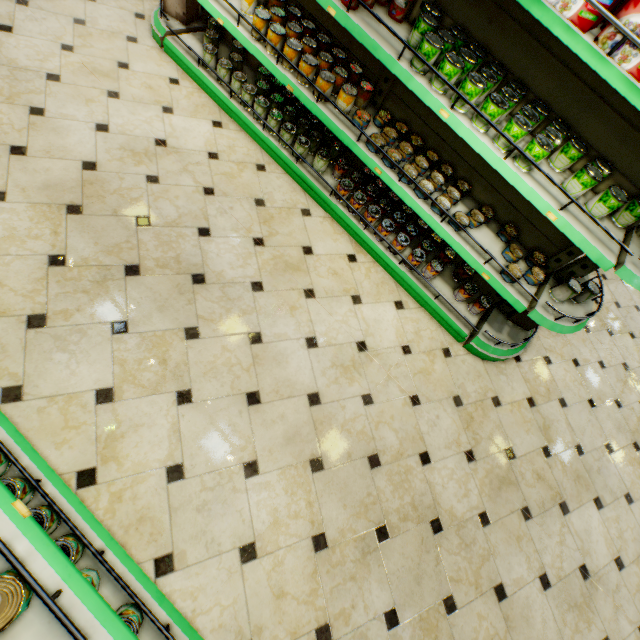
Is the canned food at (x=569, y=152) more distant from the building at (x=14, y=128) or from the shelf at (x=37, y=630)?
the shelf at (x=37, y=630)

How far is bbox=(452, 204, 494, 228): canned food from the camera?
2.48m

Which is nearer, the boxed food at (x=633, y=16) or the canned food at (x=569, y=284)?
the boxed food at (x=633, y=16)

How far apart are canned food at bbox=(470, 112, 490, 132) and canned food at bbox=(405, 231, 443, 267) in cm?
103

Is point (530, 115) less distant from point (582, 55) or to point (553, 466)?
point (582, 55)

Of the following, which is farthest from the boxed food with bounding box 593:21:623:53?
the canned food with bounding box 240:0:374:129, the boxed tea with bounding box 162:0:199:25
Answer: the boxed tea with bounding box 162:0:199:25

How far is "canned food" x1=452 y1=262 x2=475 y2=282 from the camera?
3.1m

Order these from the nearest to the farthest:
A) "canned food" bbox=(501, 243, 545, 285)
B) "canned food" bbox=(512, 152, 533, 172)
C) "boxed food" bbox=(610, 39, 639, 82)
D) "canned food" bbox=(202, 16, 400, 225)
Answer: "boxed food" bbox=(610, 39, 639, 82) → "canned food" bbox=(512, 152, 533, 172) → "canned food" bbox=(501, 243, 545, 285) → "canned food" bbox=(202, 16, 400, 225)
